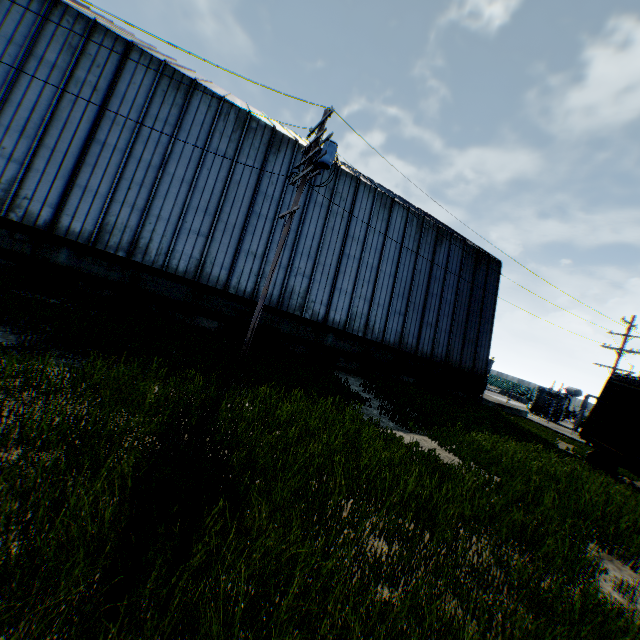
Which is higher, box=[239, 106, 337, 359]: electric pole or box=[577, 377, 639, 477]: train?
box=[239, 106, 337, 359]: electric pole

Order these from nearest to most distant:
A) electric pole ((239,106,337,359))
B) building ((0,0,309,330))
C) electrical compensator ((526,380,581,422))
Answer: electric pole ((239,106,337,359))
building ((0,0,309,330))
electrical compensator ((526,380,581,422))

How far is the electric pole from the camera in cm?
1102

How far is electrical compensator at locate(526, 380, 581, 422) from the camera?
31.4m

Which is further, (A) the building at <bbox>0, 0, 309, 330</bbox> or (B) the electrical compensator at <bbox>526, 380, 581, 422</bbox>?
(B) the electrical compensator at <bbox>526, 380, 581, 422</bbox>

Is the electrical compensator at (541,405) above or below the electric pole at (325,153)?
below

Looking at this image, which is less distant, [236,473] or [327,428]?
[236,473]

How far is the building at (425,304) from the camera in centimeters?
1798cm
